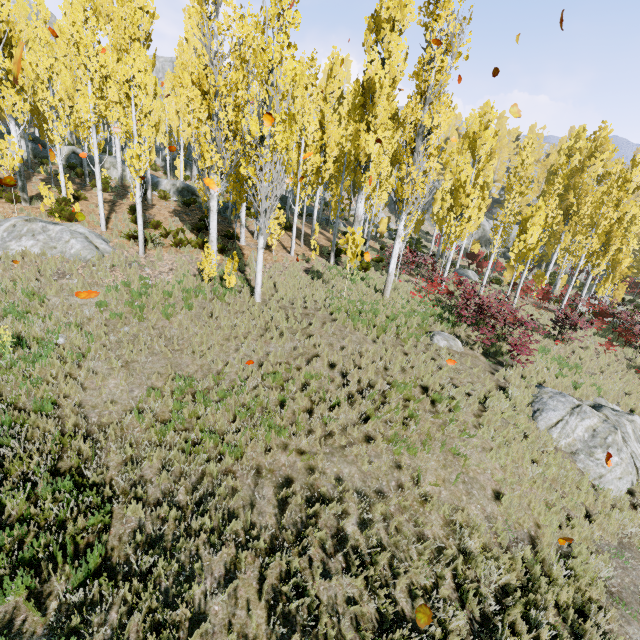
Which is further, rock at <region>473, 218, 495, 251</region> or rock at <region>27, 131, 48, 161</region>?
rock at <region>473, 218, 495, 251</region>

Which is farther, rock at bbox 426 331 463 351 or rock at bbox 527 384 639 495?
rock at bbox 426 331 463 351

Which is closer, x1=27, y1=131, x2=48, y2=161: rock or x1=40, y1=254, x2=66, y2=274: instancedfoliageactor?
x1=40, y1=254, x2=66, y2=274: instancedfoliageactor

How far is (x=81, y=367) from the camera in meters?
7.4 m

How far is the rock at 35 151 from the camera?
23.3m

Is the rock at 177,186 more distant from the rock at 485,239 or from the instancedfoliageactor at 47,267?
the rock at 485,239

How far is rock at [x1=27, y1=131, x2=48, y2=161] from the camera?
23.30m
